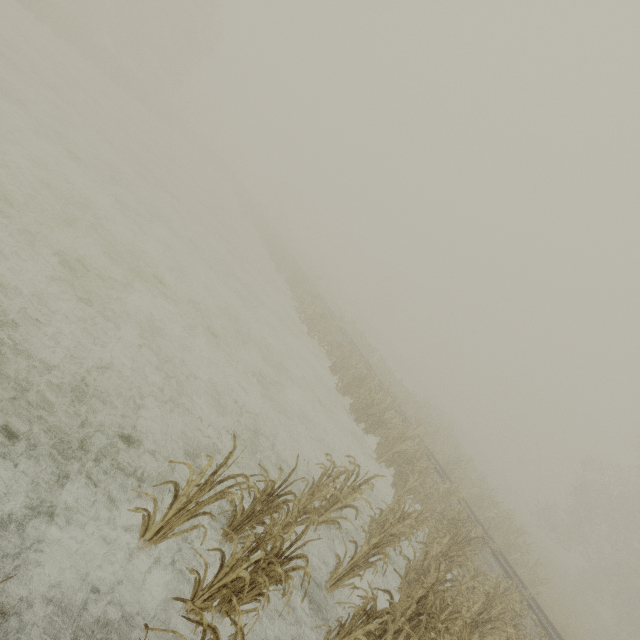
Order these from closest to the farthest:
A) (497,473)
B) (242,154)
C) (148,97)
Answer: (148,97) < (497,473) < (242,154)
